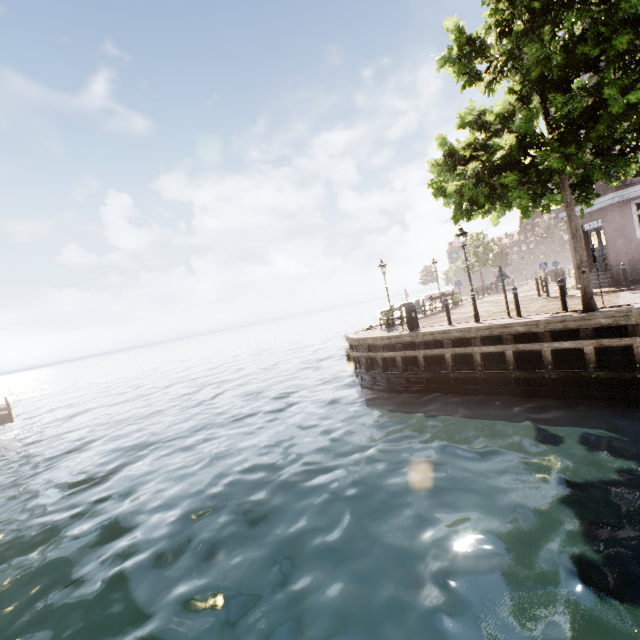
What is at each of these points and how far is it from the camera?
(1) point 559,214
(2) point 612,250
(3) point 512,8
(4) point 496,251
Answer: (1) building, 18.4 meters
(2) building, 15.9 meters
(3) tree, 8.9 meters
(4) tree, 46.2 meters

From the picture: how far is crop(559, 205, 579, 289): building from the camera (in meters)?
18.20

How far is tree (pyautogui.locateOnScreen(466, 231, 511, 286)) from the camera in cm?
3925

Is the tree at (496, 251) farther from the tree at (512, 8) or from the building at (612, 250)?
the tree at (512, 8)

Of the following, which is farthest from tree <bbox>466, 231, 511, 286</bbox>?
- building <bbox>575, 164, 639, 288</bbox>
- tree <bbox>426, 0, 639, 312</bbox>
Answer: tree <bbox>426, 0, 639, 312</bbox>

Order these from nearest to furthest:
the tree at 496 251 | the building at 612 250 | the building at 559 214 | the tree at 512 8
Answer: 1. the tree at 512 8
2. the building at 612 250
3. the building at 559 214
4. the tree at 496 251

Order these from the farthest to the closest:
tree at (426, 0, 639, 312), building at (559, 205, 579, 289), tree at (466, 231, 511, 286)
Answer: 1. tree at (466, 231, 511, 286)
2. building at (559, 205, 579, 289)
3. tree at (426, 0, 639, 312)

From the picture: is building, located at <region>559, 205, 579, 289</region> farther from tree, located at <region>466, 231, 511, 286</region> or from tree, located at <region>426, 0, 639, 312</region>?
tree, located at <region>466, 231, 511, 286</region>
